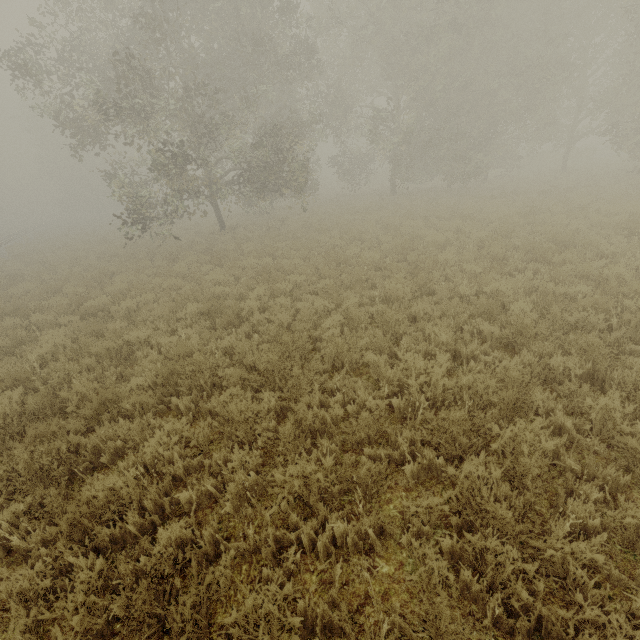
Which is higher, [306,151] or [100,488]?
[306,151]
